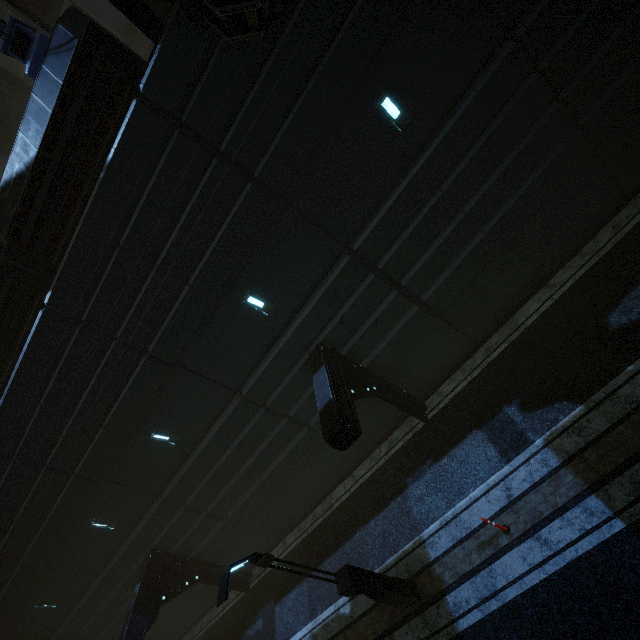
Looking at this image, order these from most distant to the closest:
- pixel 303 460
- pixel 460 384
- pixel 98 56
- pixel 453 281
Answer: pixel 303 460, pixel 460 384, pixel 453 281, pixel 98 56

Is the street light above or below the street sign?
below

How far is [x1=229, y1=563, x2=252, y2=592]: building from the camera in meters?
14.7 m

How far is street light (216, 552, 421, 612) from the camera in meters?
6.5 m

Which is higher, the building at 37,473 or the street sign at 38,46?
the street sign at 38,46

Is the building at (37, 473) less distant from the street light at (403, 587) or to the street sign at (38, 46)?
the street sign at (38, 46)

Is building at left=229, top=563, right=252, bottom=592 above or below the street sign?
below

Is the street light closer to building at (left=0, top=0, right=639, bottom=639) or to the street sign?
building at (left=0, top=0, right=639, bottom=639)
